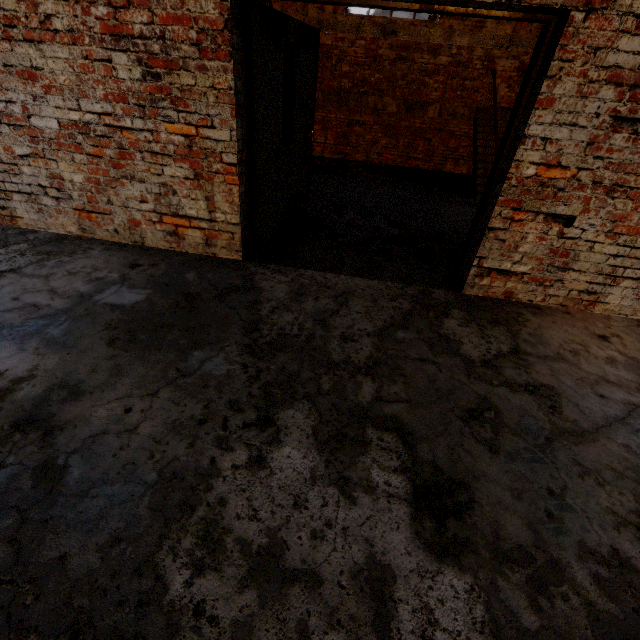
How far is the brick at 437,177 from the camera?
8.8 meters

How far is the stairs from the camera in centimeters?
759cm

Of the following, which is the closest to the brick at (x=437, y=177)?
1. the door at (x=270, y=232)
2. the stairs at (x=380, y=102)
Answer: the stairs at (x=380, y=102)

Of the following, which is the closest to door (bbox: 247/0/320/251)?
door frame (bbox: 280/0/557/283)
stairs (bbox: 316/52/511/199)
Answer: door frame (bbox: 280/0/557/283)

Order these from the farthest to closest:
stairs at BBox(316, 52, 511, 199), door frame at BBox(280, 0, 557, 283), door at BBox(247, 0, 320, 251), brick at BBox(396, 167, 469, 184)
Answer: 1. brick at BBox(396, 167, 469, 184)
2. stairs at BBox(316, 52, 511, 199)
3. door at BBox(247, 0, 320, 251)
4. door frame at BBox(280, 0, 557, 283)

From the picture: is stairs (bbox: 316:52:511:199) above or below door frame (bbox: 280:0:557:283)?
below

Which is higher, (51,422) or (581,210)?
(581,210)

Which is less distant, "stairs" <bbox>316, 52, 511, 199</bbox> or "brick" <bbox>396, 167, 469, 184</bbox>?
"stairs" <bbox>316, 52, 511, 199</bbox>
